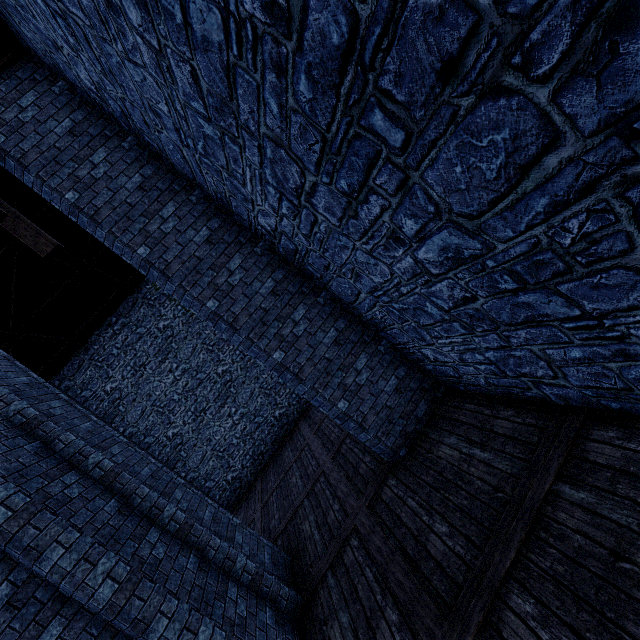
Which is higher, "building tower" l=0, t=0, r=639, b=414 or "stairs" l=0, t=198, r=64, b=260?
"stairs" l=0, t=198, r=64, b=260

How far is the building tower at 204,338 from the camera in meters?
14.4

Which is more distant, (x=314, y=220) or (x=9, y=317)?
(x=9, y=317)

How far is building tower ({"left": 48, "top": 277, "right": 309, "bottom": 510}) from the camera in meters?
14.4

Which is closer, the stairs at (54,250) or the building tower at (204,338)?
the stairs at (54,250)

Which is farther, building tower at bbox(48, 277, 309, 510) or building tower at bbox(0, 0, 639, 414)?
building tower at bbox(48, 277, 309, 510)

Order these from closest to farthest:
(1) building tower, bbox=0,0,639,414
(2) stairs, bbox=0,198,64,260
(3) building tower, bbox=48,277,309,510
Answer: (1) building tower, bbox=0,0,639,414, (2) stairs, bbox=0,198,64,260, (3) building tower, bbox=48,277,309,510

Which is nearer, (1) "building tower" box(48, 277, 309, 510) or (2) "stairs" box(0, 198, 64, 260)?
(2) "stairs" box(0, 198, 64, 260)
